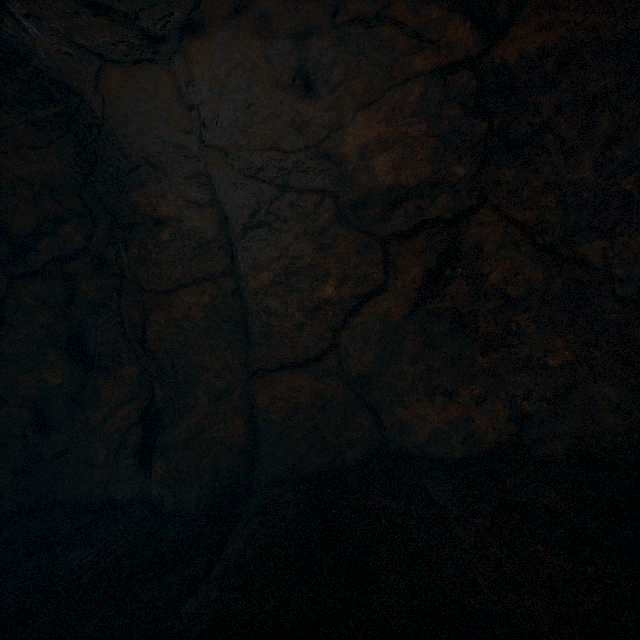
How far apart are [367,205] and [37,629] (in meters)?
4.43
